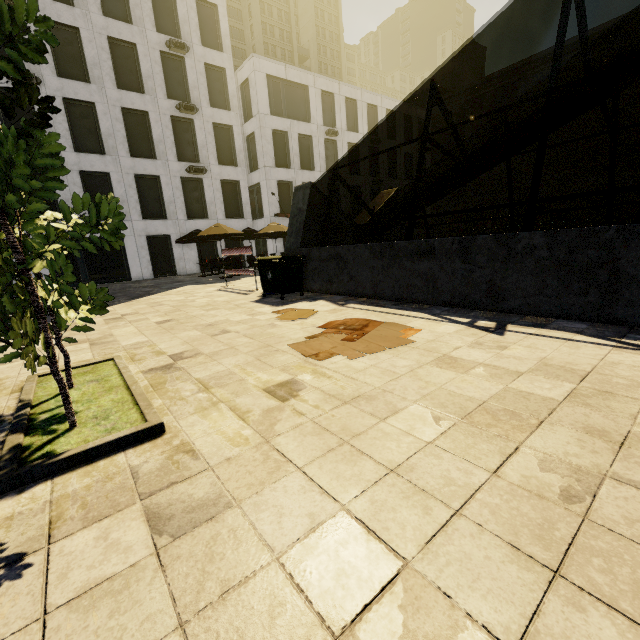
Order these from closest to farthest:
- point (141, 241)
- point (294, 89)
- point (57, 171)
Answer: point (57, 171) < point (141, 241) < point (294, 89)

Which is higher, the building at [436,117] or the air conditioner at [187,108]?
the building at [436,117]

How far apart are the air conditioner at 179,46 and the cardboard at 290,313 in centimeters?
2413cm

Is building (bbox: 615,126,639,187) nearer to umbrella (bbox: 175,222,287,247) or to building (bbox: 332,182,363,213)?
building (bbox: 332,182,363,213)

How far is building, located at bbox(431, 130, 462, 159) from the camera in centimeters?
4450cm

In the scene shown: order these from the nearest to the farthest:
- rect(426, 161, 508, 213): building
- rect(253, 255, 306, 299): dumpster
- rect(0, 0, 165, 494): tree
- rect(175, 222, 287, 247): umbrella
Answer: rect(0, 0, 165, 494): tree, rect(253, 255, 306, 299): dumpster, rect(175, 222, 287, 247): umbrella, rect(426, 161, 508, 213): building

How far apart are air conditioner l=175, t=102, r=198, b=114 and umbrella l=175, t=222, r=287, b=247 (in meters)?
10.51
